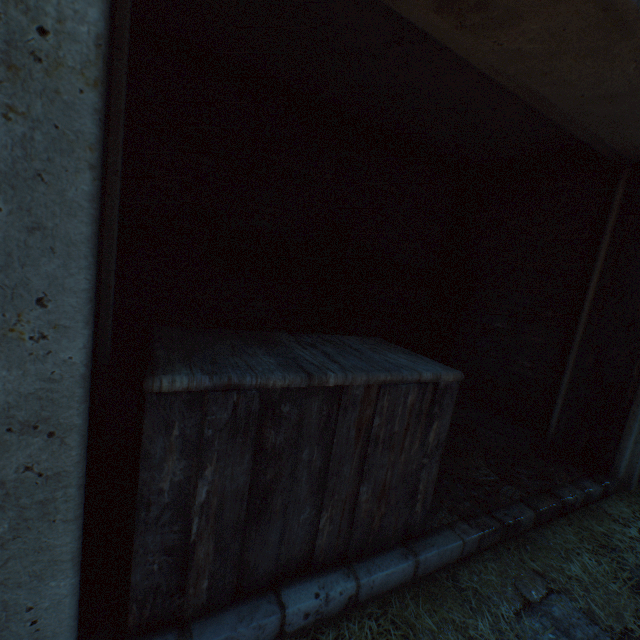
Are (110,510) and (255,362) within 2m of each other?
yes

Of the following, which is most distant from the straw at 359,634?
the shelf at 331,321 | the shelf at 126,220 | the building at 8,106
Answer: the shelf at 331,321

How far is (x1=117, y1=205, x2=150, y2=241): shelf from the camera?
1.31m

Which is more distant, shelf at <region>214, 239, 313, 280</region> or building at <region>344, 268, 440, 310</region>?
building at <region>344, 268, 440, 310</region>

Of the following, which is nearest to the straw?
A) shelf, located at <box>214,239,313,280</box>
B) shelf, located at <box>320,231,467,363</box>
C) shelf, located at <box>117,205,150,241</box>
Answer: shelf, located at <box>117,205,150,241</box>

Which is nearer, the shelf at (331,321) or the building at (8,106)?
the building at (8,106)

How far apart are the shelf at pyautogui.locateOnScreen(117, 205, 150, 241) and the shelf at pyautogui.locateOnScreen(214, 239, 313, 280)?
0.7 meters

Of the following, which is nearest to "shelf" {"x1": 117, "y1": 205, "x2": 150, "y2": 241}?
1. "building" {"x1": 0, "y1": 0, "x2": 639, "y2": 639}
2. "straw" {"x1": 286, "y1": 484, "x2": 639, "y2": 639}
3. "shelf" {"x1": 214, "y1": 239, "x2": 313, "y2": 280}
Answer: "building" {"x1": 0, "y1": 0, "x2": 639, "y2": 639}
